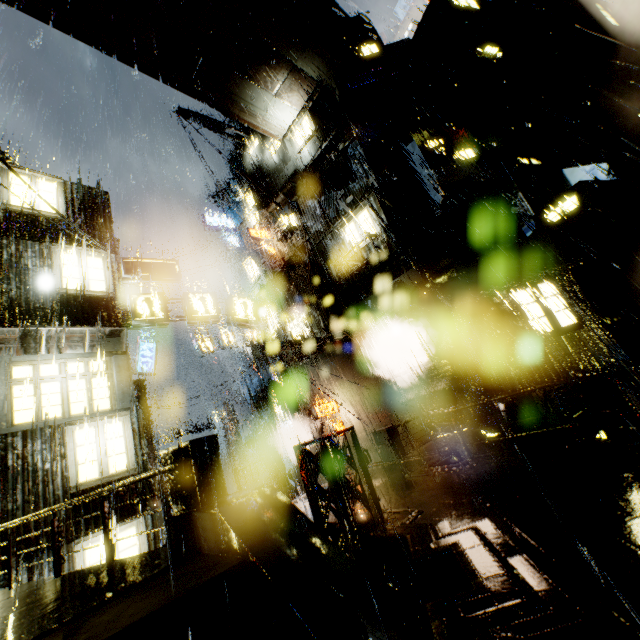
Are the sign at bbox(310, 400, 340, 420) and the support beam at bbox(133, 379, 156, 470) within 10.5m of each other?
yes

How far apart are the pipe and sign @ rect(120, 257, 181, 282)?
14.6m

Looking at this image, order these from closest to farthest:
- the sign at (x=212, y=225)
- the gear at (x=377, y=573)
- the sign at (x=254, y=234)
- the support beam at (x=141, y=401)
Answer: the gear at (x=377, y=573) < the support beam at (x=141, y=401) < the sign at (x=254, y=234) < the sign at (x=212, y=225)

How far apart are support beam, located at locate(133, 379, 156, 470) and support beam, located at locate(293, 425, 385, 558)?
14.6 meters

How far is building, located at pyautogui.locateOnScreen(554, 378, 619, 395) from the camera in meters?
13.4 m

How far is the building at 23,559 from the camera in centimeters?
755cm

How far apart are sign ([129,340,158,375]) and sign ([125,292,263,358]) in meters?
9.5 m

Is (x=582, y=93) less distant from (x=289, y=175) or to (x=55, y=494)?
(x=289, y=175)
